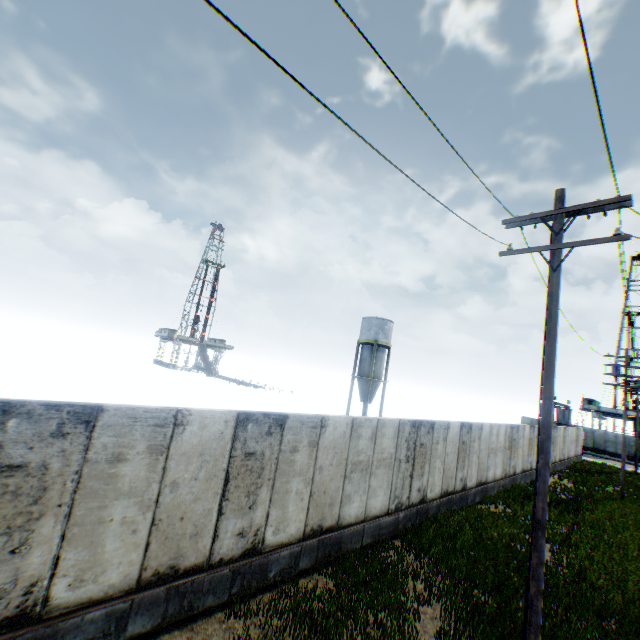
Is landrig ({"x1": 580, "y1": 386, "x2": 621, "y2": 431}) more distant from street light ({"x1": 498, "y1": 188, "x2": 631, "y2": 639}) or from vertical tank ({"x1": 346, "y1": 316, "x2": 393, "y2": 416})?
street light ({"x1": 498, "y1": 188, "x2": 631, "y2": 639})

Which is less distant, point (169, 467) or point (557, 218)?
point (169, 467)

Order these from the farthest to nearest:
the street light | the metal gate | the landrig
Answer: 1. the landrig
2. the metal gate
3. the street light

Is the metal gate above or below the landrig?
below

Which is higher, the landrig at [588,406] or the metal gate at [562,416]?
the landrig at [588,406]

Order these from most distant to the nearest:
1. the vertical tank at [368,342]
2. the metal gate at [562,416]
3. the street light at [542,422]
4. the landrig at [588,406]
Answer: the landrig at [588,406]
the metal gate at [562,416]
the vertical tank at [368,342]
the street light at [542,422]

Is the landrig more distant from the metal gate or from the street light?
the street light

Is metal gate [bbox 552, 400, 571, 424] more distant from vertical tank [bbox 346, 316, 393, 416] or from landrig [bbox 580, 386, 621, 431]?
vertical tank [bbox 346, 316, 393, 416]
